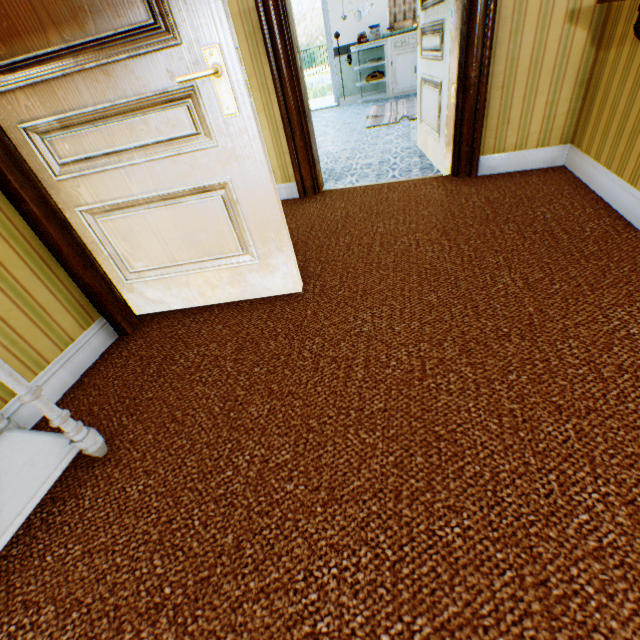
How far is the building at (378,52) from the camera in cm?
705

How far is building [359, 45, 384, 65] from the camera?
7.1m

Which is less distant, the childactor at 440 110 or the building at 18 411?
the building at 18 411

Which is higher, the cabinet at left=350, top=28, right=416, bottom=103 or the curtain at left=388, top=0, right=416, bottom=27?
the curtain at left=388, top=0, right=416, bottom=27

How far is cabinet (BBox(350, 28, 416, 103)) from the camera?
6.3m

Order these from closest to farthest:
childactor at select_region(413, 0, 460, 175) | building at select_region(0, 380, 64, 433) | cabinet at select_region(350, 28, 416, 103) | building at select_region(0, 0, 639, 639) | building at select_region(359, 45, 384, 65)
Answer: building at select_region(0, 0, 639, 639), building at select_region(0, 380, 64, 433), childactor at select_region(413, 0, 460, 175), cabinet at select_region(350, 28, 416, 103), building at select_region(359, 45, 384, 65)

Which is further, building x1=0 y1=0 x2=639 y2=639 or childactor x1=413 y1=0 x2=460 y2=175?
childactor x1=413 y1=0 x2=460 y2=175

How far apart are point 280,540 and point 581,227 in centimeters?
232cm
